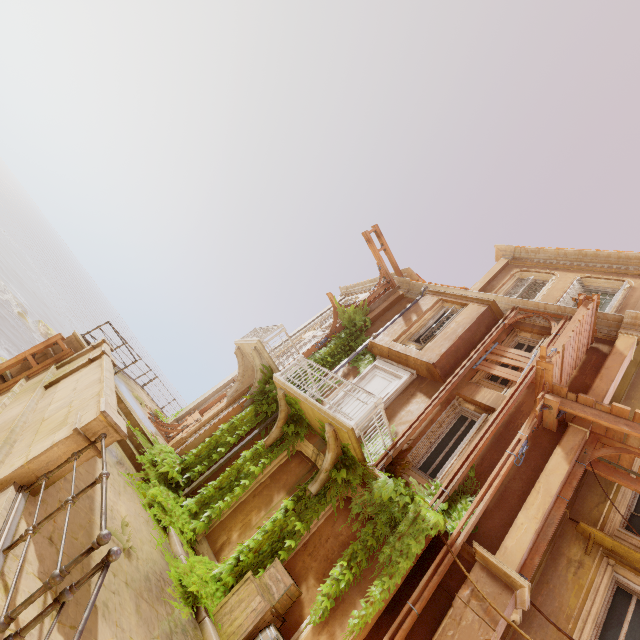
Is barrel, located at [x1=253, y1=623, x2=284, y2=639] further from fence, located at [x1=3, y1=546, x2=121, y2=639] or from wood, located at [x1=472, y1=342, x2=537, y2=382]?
wood, located at [x1=472, y1=342, x2=537, y2=382]

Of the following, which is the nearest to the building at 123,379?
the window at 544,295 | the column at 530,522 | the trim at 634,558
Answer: the column at 530,522

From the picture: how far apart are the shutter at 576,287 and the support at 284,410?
9.58m

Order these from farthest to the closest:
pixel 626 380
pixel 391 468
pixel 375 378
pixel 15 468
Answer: pixel 375 378, pixel 626 380, pixel 391 468, pixel 15 468

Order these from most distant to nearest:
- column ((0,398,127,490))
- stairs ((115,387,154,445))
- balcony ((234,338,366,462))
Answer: stairs ((115,387,154,445)) → balcony ((234,338,366,462)) → column ((0,398,127,490))

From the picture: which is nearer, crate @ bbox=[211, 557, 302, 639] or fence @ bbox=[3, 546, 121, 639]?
fence @ bbox=[3, 546, 121, 639]

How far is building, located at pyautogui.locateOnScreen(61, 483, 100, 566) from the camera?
4.1m

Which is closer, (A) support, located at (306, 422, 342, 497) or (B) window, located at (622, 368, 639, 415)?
(A) support, located at (306, 422, 342, 497)
